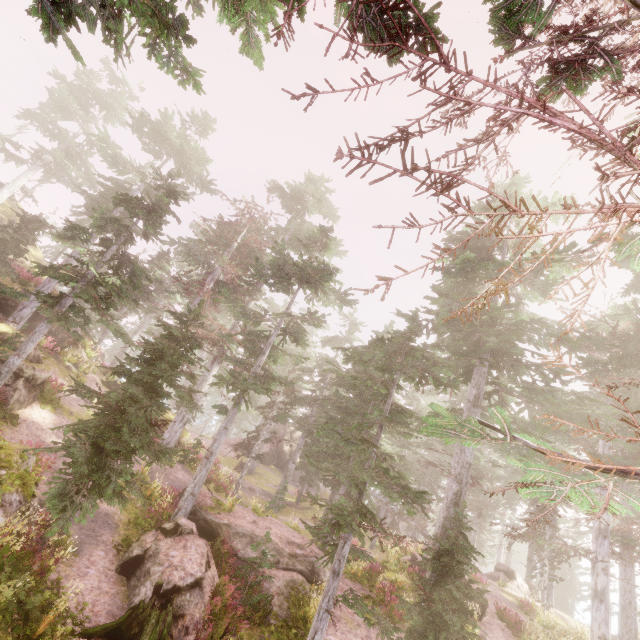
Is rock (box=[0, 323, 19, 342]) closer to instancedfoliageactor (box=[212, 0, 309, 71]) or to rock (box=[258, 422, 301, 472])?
instancedfoliageactor (box=[212, 0, 309, 71])

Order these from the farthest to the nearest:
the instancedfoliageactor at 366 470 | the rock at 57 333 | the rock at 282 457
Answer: the rock at 282 457
the rock at 57 333
the instancedfoliageactor at 366 470

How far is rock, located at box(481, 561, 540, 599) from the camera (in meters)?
25.45

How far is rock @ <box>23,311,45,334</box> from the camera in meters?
20.1

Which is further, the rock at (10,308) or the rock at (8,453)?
the rock at (10,308)

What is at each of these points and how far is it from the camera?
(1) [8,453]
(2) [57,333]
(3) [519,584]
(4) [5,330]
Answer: (1) rock, 8.80m
(2) rock, 21.19m
(3) rock, 25.91m
(4) rock, 15.63m

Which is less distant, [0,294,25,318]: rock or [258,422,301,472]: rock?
[0,294,25,318]: rock

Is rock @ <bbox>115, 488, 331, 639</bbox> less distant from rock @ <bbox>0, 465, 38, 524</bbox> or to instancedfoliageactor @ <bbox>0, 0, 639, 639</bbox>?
instancedfoliageactor @ <bbox>0, 0, 639, 639</bbox>
